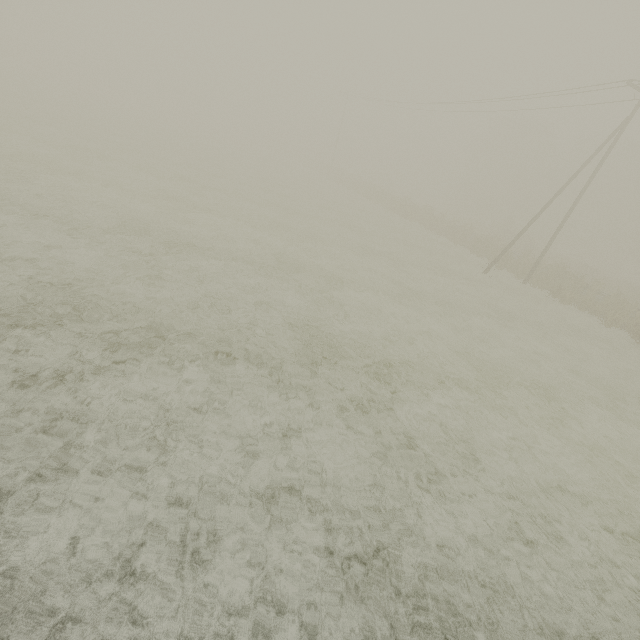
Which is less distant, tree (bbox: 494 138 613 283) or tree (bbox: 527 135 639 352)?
tree (bbox: 527 135 639 352)

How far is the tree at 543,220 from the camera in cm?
2558

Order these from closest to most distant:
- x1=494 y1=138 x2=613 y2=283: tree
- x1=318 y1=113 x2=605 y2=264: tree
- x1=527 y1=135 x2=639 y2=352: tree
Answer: x1=527 y1=135 x2=639 y2=352: tree
x1=494 y1=138 x2=613 y2=283: tree
x1=318 y1=113 x2=605 y2=264: tree

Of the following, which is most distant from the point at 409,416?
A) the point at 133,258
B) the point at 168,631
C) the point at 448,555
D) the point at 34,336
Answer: the point at 133,258

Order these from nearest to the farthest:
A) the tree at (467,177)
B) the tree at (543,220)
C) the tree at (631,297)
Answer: the tree at (631,297) → the tree at (543,220) → the tree at (467,177)

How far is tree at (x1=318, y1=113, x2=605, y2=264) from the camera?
33.4 meters
